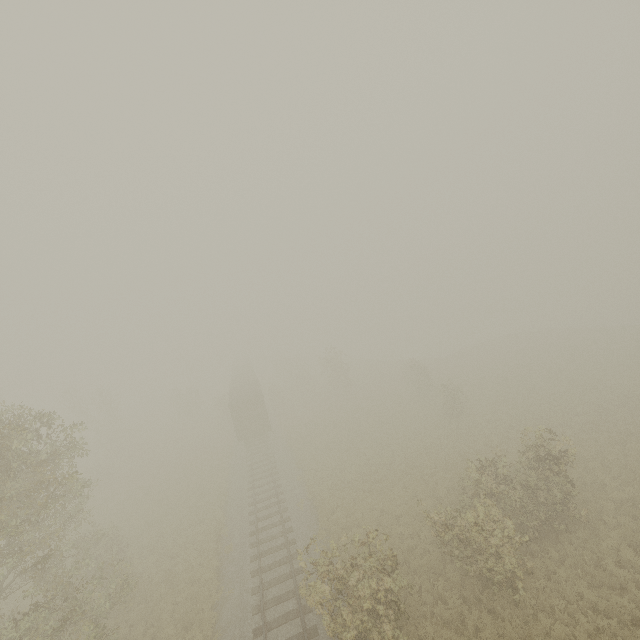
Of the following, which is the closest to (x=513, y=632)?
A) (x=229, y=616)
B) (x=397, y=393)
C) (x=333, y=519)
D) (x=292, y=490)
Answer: (x=333, y=519)

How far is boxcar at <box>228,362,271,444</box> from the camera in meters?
31.0 m

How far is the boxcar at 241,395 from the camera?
31.03m
